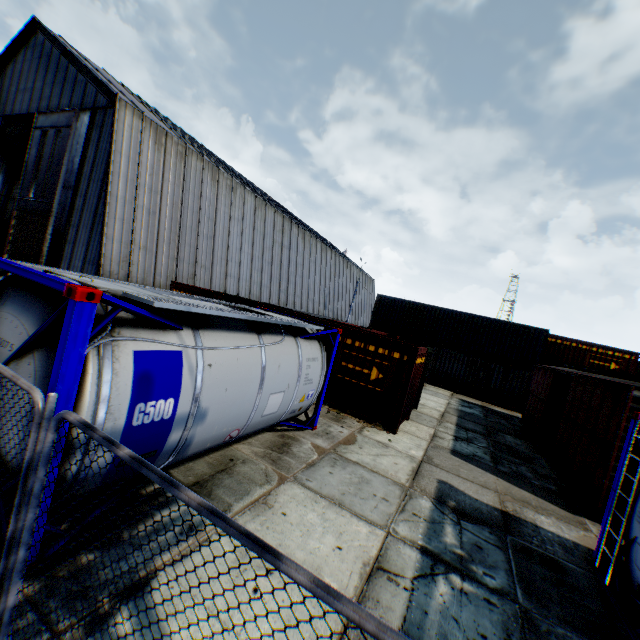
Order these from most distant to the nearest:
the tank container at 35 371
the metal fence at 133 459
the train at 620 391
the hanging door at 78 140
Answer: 1. the hanging door at 78 140
2. the train at 620 391
3. the tank container at 35 371
4. the metal fence at 133 459

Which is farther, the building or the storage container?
the building

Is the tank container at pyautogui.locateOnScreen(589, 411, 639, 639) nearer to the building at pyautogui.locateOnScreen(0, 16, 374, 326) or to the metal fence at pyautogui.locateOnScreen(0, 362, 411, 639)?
the metal fence at pyautogui.locateOnScreen(0, 362, 411, 639)

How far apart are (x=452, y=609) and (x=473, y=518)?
2.84m

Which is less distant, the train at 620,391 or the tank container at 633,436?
the tank container at 633,436

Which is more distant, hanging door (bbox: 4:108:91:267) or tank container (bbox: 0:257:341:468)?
hanging door (bbox: 4:108:91:267)

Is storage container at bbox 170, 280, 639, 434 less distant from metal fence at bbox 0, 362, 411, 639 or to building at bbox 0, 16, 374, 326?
building at bbox 0, 16, 374, 326

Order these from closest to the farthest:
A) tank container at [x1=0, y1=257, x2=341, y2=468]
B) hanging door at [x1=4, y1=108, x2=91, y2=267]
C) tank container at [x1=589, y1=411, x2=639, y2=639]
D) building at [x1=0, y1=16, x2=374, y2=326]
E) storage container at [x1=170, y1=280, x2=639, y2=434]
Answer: tank container at [x1=0, y1=257, x2=341, y2=468] → tank container at [x1=589, y1=411, x2=639, y2=639] → storage container at [x1=170, y1=280, x2=639, y2=434] → building at [x1=0, y1=16, x2=374, y2=326] → hanging door at [x1=4, y1=108, x2=91, y2=267]
